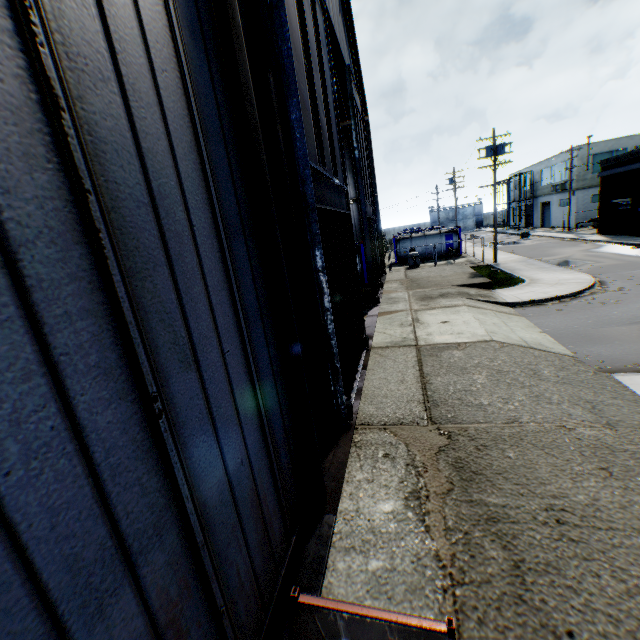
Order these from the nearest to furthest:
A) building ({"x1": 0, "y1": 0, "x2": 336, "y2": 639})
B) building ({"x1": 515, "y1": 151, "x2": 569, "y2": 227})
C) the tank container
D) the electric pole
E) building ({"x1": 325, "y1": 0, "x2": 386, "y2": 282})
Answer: building ({"x1": 0, "y1": 0, "x2": 336, "y2": 639}), building ({"x1": 325, "y1": 0, "x2": 386, "y2": 282}), the electric pole, the tank container, building ({"x1": 515, "y1": 151, "x2": 569, "y2": 227})

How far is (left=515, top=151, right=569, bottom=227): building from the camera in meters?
43.4 m

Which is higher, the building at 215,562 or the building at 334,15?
the building at 334,15

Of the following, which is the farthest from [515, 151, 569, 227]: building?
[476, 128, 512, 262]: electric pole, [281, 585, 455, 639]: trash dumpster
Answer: [281, 585, 455, 639]: trash dumpster

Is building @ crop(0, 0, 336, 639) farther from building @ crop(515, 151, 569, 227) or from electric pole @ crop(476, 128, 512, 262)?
building @ crop(515, 151, 569, 227)

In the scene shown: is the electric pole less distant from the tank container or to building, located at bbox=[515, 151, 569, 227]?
the tank container

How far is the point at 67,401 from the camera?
1.51m

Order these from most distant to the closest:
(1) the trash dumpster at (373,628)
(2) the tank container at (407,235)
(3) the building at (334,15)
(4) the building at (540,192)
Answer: (4) the building at (540,192) → (2) the tank container at (407,235) → (3) the building at (334,15) → (1) the trash dumpster at (373,628)
